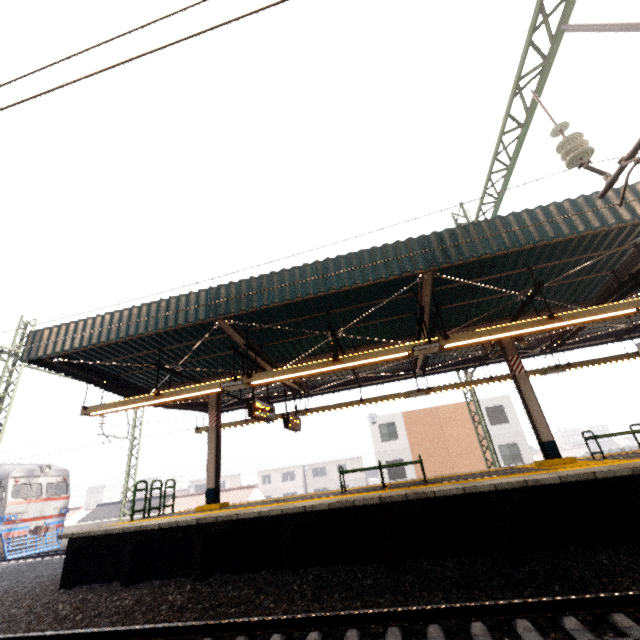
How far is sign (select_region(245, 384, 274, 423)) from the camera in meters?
8.7

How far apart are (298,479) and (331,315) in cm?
4961

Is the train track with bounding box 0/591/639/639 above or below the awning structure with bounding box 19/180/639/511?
below

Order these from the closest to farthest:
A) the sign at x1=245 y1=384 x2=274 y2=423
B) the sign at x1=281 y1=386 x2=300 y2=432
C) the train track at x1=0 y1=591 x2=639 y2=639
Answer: the train track at x1=0 y1=591 x2=639 y2=639 → the sign at x1=245 y1=384 x2=274 y2=423 → the sign at x1=281 y1=386 x2=300 y2=432

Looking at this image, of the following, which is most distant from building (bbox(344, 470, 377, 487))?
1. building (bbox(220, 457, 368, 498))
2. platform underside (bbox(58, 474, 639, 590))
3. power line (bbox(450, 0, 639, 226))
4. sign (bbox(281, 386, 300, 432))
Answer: power line (bbox(450, 0, 639, 226))

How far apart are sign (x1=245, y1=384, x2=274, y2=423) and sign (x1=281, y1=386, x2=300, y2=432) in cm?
135

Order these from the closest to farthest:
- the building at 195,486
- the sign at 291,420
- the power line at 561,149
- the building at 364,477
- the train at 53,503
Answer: the power line at 561,149 < the sign at 291,420 < the train at 53,503 < the building at 364,477 < the building at 195,486

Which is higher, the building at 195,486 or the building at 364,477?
the building at 195,486
